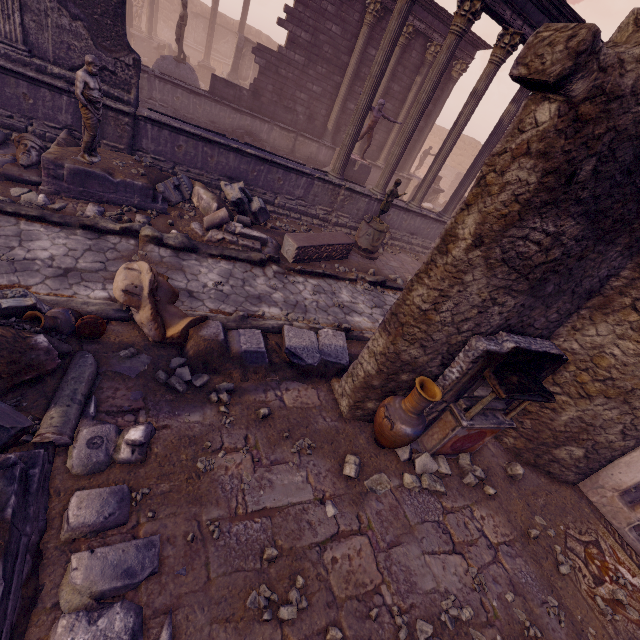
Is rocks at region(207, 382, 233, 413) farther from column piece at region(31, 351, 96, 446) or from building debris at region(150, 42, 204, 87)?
building debris at region(150, 42, 204, 87)

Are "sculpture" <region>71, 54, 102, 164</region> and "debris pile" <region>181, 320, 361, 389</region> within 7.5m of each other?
yes

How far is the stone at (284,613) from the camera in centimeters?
293cm

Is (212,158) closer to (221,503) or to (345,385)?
(345,385)

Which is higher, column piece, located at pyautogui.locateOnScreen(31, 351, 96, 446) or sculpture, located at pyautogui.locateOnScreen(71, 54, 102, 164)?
sculpture, located at pyautogui.locateOnScreen(71, 54, 102, 164)

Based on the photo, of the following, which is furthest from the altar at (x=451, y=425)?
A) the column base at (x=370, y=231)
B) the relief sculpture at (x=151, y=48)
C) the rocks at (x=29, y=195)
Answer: the rocks at (x=29, y=195)

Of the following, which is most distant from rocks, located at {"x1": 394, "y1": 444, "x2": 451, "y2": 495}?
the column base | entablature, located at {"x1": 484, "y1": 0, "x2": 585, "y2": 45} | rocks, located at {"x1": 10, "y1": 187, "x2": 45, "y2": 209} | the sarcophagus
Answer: entablature, located at {"x1": 484, "y1": 0, "x2": 585, "y2": 45}

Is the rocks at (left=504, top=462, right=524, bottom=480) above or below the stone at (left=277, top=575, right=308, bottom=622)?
above
